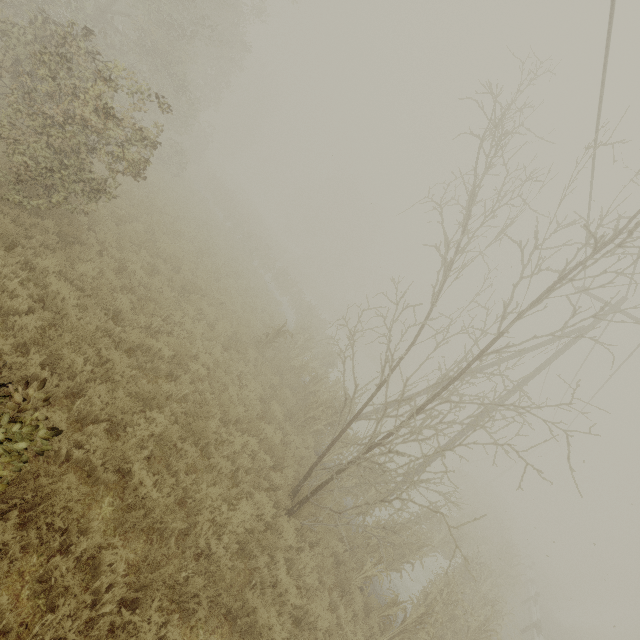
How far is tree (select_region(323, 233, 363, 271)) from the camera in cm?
4744

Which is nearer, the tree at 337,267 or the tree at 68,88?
the tree at 68,88

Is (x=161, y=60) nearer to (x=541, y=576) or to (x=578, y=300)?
(x=578, y=300)

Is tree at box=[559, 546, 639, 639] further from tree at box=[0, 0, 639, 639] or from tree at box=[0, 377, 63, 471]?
tree at box=[0, 377, 63, 471]

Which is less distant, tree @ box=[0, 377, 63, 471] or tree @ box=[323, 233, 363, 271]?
tree @ box=[0, 377, 63, 471]

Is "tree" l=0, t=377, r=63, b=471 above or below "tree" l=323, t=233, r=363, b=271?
below

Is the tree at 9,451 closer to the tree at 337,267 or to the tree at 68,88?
the tree at 68,88

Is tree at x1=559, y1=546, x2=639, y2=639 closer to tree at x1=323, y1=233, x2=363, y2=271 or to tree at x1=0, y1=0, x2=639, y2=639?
tree at x1=0, y1=0, x2=639, y2=639
